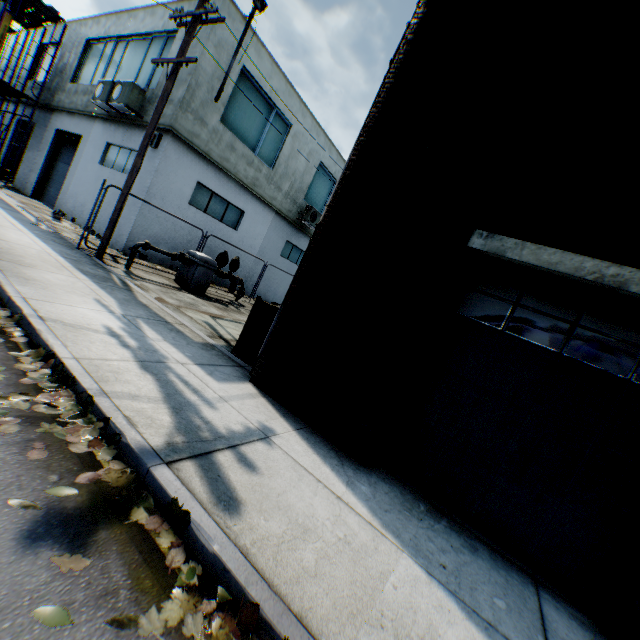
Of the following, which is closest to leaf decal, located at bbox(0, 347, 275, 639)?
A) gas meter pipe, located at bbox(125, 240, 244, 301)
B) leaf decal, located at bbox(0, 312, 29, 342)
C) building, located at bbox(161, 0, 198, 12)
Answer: leaf decal, located at bbox(0, 312, 29, 342)

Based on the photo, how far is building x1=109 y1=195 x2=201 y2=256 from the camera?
12.12m

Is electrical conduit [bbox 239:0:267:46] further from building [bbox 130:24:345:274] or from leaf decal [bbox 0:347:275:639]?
leaf decal [bbox 0:347:275:639]

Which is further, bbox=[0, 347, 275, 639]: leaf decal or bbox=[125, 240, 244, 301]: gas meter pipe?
bbox=[125, 240, 244, 301]: gas meter pipe

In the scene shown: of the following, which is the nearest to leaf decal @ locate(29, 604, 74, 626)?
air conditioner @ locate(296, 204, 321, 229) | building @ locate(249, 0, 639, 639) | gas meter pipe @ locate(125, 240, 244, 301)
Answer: building @ locate(249, 0, 639, 639)

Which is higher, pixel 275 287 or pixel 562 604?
pixel 275 287

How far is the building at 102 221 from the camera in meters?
13.0 m

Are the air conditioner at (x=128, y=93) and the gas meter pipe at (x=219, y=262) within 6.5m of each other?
yes
